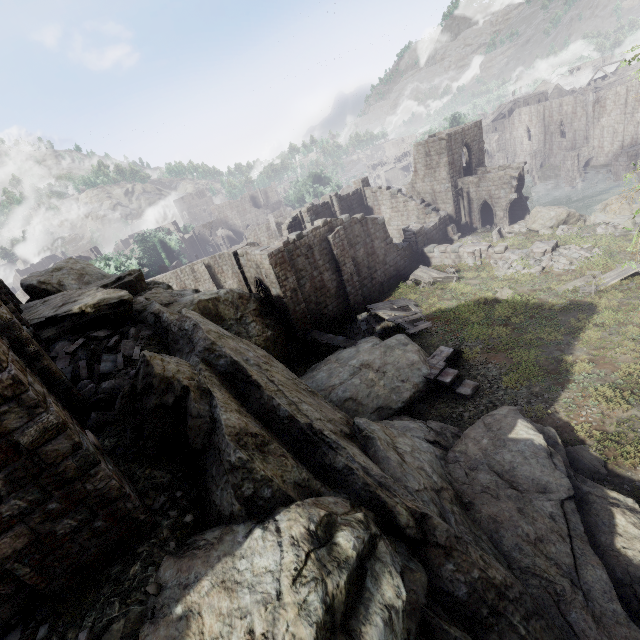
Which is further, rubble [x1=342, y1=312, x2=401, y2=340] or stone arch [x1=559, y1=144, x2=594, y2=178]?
stone arch [x1=559, y1=144, x2=594, y2=178]

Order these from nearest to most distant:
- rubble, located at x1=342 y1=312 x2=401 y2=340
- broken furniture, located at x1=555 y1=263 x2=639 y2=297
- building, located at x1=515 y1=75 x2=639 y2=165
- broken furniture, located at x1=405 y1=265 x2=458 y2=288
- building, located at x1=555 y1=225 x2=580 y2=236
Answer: broken furniture, located at x1=555 y1=263 x2=639 y2=297
rubble, located at x1=342 y1=312 x2=401 y2=340
building, located at x1=555 y1=225 x2=580 y2=236
broken furniture, located at x1=405 y1=265 x2=458 y2=288
building, located at x1=515 y1=75 x2=639 y2=165

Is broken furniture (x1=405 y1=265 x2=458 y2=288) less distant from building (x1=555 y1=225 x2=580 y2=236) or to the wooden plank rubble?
the wooden plank rubble

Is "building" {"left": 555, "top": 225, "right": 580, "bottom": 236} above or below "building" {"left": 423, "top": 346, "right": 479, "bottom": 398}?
below

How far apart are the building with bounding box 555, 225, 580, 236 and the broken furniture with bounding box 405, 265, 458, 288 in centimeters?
810cm

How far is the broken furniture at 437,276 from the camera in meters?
24.1 m

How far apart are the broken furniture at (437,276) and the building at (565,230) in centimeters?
810cm

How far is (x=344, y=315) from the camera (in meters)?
24.34
